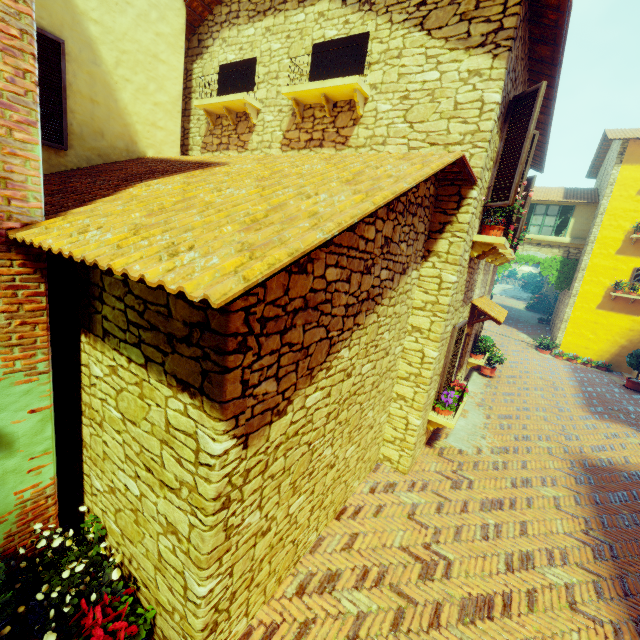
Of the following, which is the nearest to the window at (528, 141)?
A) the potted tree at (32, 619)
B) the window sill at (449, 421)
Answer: the window sill at (449, 421)

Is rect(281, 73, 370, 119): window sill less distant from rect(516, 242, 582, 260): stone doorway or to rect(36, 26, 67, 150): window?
rect(36, 26, 67, 150): window

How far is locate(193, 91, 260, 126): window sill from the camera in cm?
628

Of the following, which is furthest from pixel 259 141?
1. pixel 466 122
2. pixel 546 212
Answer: pixel 546 212

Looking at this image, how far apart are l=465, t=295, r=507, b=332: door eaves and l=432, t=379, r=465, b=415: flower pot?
1.9 meters

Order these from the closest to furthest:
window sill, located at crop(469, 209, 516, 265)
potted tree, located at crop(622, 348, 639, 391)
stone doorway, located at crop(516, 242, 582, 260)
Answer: window sill, located at crop(469, 209, 516, 265)
potted tree, located at crop(622, 348, 639, 391)
stone doorway, located at crop(516, 242, 582, 260)

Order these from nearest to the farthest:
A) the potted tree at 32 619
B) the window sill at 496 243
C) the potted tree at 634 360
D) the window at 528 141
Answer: the potted tree at 32 619 → the window at 528 141 → the window sill at 496 243 → the potted tree at 634 360

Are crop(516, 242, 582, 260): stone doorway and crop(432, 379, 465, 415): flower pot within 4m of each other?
no
